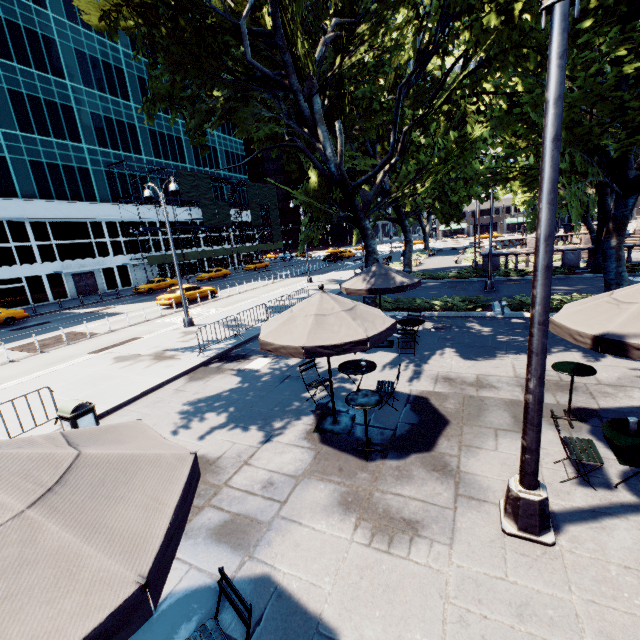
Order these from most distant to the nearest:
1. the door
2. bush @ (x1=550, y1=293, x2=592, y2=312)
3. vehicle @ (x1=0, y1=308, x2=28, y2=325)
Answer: the door
vehicle @ (x1=0, y1=308, x2=28, y2=325)
bush @ (x1=550, y1=293, x2=592, y2=312)

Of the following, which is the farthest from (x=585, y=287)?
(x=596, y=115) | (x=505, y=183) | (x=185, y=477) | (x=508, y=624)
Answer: (x=185, y=477)

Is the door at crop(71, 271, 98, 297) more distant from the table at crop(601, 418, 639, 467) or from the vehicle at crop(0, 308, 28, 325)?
the table at crop(601, 418, 639, 467)

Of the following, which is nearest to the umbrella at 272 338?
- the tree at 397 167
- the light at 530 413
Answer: the light at 530 413

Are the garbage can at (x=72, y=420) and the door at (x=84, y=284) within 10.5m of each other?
no

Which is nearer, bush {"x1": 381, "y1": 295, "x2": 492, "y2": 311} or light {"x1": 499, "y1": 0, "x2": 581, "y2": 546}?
light {"x1": 499, "y1": 0, "x2": 581, "y2": 546}

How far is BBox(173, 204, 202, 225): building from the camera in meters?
50.6 m

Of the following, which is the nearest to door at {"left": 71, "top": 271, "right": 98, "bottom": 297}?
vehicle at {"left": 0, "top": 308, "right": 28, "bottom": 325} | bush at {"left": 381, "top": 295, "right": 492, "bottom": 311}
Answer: vehicle at {"left": 0, "top": 308, "right": 28, "bottom": 325}
